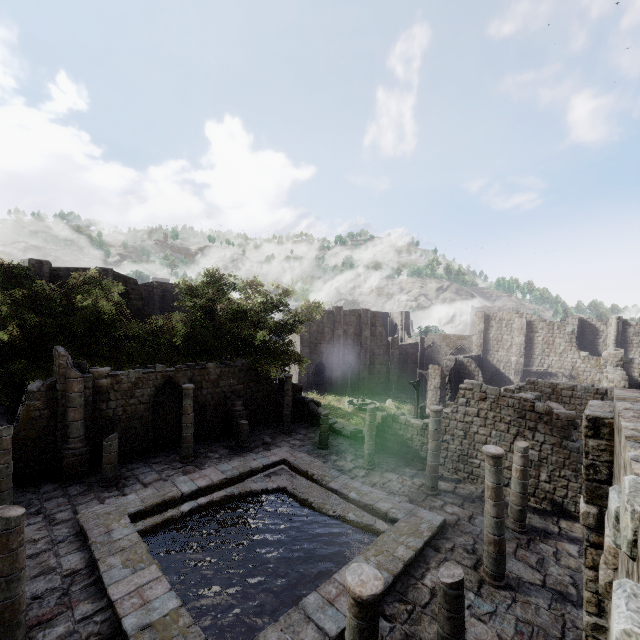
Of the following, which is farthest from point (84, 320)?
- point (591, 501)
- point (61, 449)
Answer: point (591, 501)

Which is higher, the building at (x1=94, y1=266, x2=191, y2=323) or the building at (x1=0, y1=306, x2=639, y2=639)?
the building at (x1=94, y1=266, x2=191, y2=323)

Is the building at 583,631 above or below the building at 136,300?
below

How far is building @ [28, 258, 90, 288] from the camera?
24.9 meters

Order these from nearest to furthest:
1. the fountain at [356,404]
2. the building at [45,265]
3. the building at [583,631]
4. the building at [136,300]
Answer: the building at [583,631]
the building at [45,265]
the building at [136,300]
the fountain at [356,404]

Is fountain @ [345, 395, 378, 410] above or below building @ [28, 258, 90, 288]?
below

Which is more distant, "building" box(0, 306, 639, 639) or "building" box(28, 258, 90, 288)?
"building" box(28, 258, 90, 288)

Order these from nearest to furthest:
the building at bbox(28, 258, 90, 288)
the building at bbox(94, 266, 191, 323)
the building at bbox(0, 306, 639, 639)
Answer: the building at bbox(0, 306, 639, 639)
the building at bbox(28, 258, 90, 288)
the building at bbox(94, 266, 191, 323)
